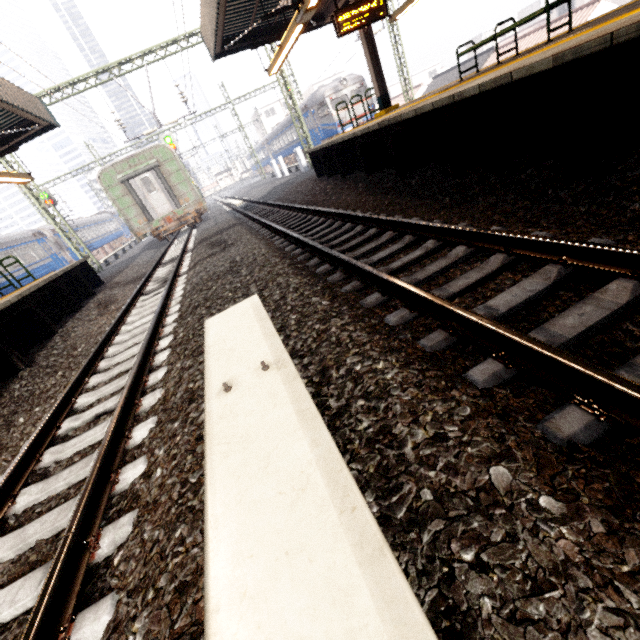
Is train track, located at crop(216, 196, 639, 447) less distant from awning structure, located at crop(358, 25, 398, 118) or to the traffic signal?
the traffic signal

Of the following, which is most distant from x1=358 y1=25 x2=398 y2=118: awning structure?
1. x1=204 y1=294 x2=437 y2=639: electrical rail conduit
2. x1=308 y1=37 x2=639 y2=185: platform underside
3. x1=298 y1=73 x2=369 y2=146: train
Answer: x1=298 y1=73 x2=369 y2=146: train

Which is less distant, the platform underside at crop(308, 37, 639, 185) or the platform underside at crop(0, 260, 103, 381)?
the platform underside at crop(308, 37, 639, 185)

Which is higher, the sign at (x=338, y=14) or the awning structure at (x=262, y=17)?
the awning structure at (x=262, y=17)

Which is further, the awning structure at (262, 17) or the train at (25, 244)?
the train at (25, 244)

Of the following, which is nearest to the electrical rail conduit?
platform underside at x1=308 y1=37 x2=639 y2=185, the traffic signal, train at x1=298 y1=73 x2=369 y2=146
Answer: platform underside at x1=308 y1=37 x2=639 y2=185

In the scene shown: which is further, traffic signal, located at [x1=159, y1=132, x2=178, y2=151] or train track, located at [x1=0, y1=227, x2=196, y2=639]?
traffic signal, located at [x1=159, y1=132, x2=178, y2=151]

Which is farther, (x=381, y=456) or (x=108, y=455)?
(x=108, y=455)
